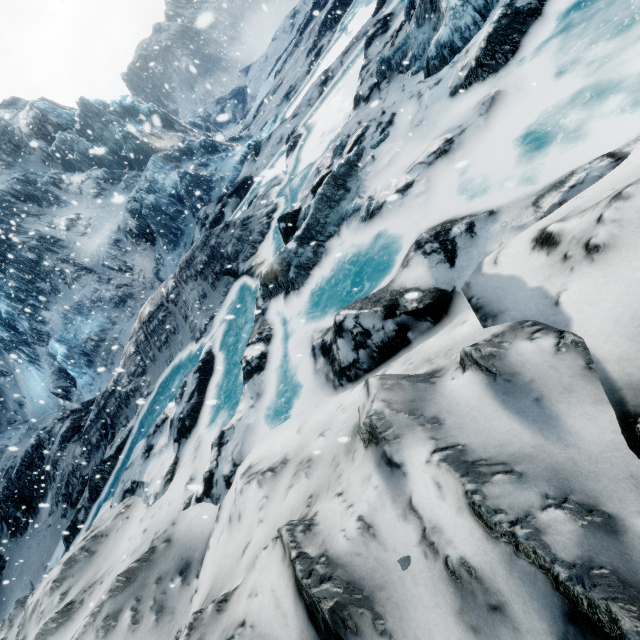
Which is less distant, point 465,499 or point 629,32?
point 465,499
